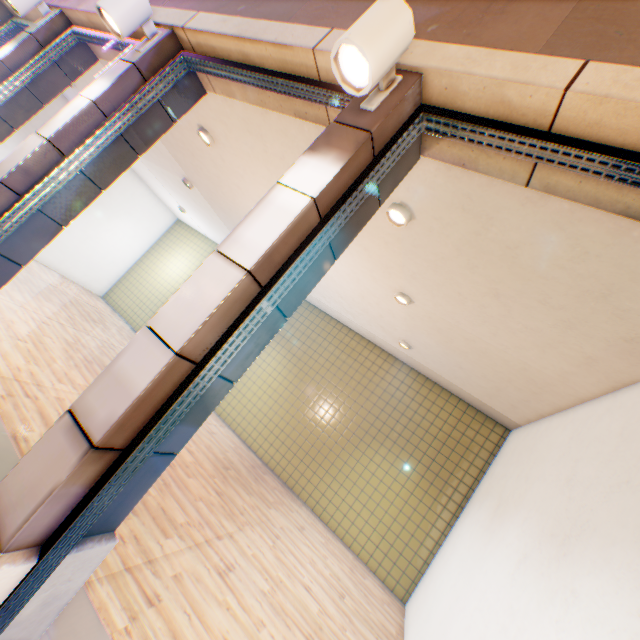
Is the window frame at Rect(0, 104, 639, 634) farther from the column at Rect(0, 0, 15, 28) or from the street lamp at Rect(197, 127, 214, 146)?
the column at Rect(0, 0, 15, 28)

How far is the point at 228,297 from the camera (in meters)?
1.71

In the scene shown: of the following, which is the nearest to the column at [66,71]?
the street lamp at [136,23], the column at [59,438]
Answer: the street lamp at [136,23]

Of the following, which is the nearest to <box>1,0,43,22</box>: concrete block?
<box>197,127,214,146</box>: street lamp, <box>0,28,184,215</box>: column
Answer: <box>0,28,184,215</box>: column

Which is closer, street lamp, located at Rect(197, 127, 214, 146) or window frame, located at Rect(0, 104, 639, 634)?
window frame, located at Rect(0, 104, 639, 634)

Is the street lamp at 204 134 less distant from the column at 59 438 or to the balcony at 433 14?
the balcony at 433 14

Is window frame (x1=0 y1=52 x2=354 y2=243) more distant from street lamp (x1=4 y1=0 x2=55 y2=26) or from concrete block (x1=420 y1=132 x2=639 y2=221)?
street lamp (x1=4 y1=0 x2=55 y2=26)

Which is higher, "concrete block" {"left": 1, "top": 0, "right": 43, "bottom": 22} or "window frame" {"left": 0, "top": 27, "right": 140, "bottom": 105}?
"concrete block" {"left": 1, "top": 0, "right": 43, "bottom": 22}
